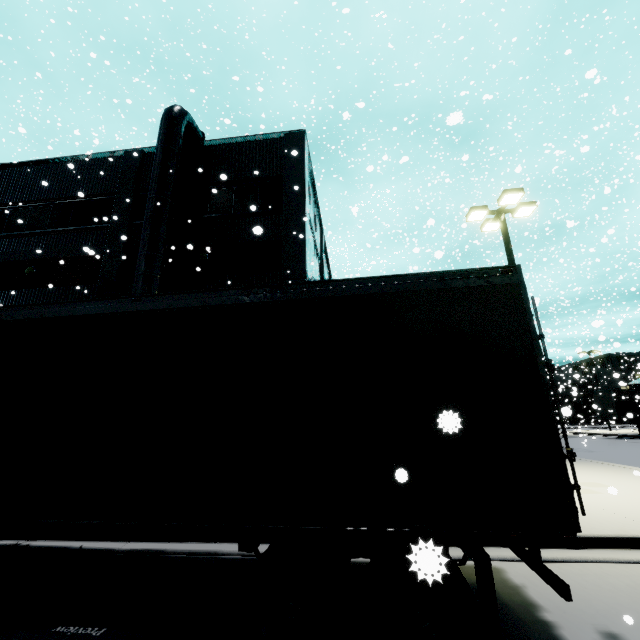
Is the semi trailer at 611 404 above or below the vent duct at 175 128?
below

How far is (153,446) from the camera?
3.77m

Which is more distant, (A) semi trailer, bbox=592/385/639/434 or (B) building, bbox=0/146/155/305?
(A) semi trailer, bbox=592/385/639/434

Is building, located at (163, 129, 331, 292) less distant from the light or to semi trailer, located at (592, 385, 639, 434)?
semi trailer, located at (592, 385, 639, 434)

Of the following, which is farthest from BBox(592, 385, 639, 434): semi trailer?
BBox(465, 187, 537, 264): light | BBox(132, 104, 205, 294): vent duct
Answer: BBox(465, 187, 537, 264): light

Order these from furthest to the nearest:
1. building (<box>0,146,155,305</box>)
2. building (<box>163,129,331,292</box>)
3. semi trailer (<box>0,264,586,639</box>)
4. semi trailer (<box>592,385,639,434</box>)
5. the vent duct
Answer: semi trailer (<box>592,385,639,434</box>) → building (<box>0,146,155,305</box>) → building (<box>163,129,331,292</box>) → the vent duct → semi trailer (<box>0,264,586,639</box>)
